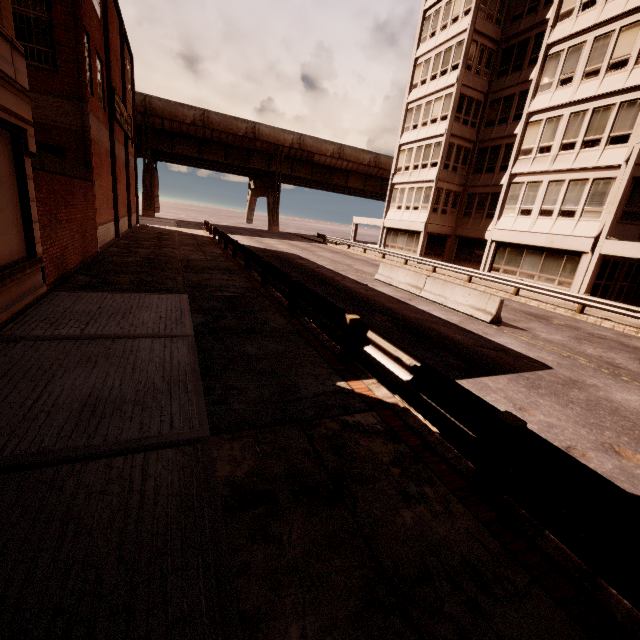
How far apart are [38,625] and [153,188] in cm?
5230

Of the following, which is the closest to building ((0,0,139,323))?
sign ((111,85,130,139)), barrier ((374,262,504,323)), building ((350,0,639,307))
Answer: sign ((111,85,130,139))

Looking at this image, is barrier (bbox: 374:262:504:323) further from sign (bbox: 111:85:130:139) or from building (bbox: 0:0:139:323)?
sign (bbox: 111:85:130:139)

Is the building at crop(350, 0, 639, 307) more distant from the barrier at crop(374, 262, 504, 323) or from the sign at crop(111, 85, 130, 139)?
the sign at crop(111, 85, 130, 139)

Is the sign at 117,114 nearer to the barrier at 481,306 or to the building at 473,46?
the barrier at 481,306

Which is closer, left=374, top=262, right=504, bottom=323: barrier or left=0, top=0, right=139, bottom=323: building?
left=0, top=0, right=139, bottom=323: building

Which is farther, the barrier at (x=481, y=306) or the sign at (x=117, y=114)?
the sign at (x=117, y=114)

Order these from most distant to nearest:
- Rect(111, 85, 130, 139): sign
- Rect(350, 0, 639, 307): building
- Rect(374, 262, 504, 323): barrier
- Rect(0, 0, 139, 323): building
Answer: Rect(111, 85, 130, 139): sign, Rect(350, 0, 639, 307): building, Rect(374, 262, 504, 323): barrier, Rect(0, 0, 139, 323): building
